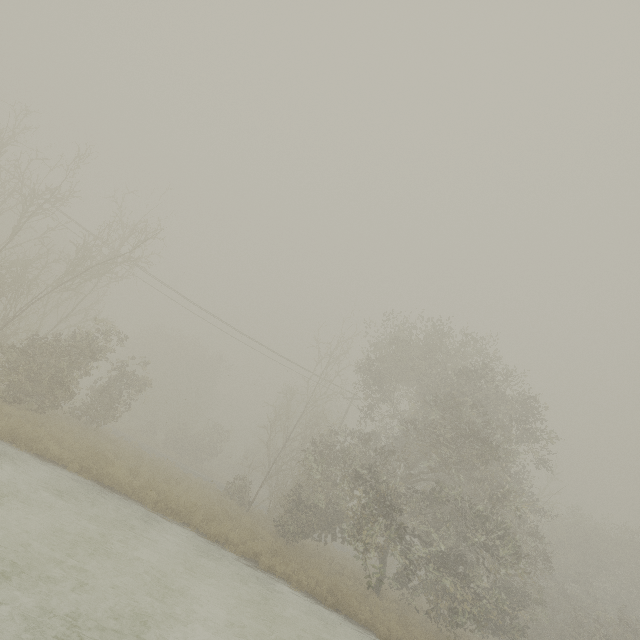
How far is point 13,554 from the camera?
6.44m
